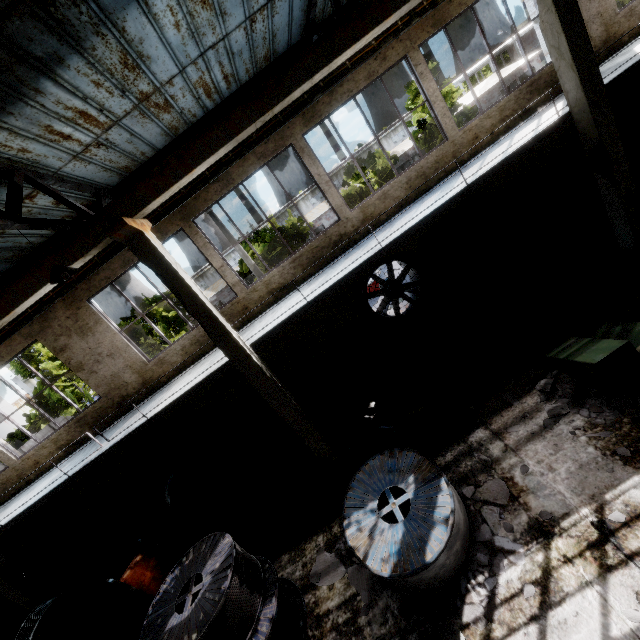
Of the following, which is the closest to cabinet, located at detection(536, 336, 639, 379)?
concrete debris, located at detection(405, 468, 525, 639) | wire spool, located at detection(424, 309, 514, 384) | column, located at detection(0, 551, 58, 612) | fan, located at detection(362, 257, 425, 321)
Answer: wire spool, located at detection(424, 309, 514, 384)

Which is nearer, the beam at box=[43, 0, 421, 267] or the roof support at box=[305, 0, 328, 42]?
the beam at box=[43, 0, 421, 267]

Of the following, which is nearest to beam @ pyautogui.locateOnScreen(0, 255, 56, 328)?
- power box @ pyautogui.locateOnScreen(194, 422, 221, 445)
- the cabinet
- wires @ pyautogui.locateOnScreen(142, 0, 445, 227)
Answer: wires @ pyautogui.locateOnScreen(142, 0, 445, 227)

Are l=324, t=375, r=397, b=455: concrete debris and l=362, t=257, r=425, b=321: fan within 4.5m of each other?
yes

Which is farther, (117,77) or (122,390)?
(122,390)

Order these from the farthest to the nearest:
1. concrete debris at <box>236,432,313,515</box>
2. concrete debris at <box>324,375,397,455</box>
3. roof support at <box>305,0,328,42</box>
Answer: concrete debris at <box>236,432,313,515</box> < concrete debris at <box>324,375,397,455</box> < roof support at <box>305,0,328,42</box>

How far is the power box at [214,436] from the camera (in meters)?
11.39

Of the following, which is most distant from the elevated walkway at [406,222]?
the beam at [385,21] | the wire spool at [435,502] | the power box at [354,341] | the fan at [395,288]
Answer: the wire spool at [435,502]
